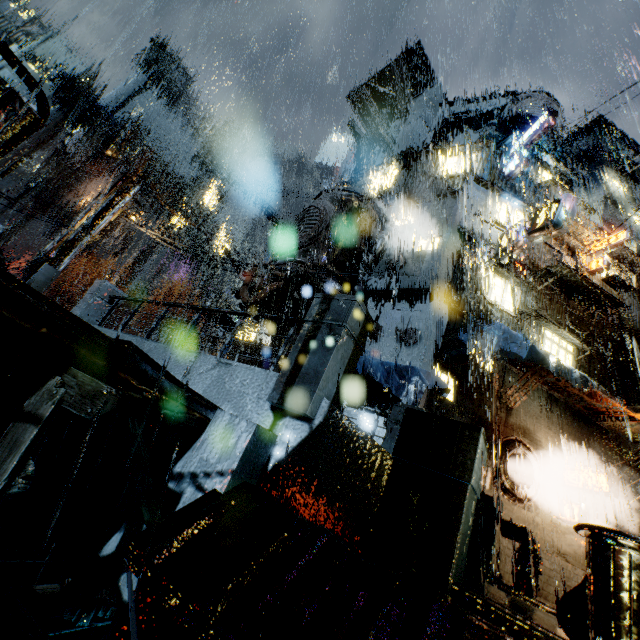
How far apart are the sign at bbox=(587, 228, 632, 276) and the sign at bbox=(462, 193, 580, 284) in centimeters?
668cm

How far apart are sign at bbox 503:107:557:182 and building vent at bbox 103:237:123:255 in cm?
5620

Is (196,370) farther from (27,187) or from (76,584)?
(27,187)

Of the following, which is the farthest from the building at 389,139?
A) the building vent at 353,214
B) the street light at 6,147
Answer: the street light at 6,147

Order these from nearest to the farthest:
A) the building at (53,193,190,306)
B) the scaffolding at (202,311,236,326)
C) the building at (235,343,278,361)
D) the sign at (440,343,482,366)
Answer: the sign at (440,343,482,366)
the building at (235,343,278,361)
the scaffolding at (202,311,236,326)
the building at (53,193,190,306)

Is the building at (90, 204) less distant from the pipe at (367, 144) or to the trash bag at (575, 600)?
the pipe at (367, 144)

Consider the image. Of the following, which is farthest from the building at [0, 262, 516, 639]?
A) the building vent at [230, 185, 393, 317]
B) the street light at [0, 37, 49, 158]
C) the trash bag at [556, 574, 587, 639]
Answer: the trash bag at [556, 574, 587, 639]

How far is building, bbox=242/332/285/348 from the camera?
21.3 meters
